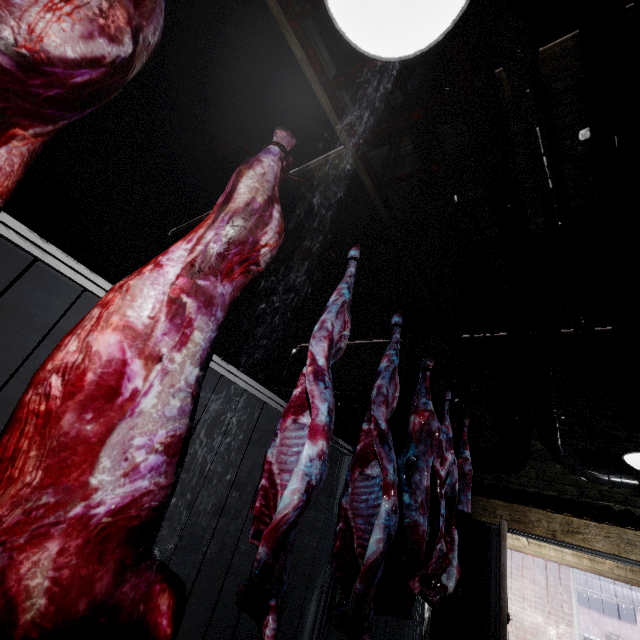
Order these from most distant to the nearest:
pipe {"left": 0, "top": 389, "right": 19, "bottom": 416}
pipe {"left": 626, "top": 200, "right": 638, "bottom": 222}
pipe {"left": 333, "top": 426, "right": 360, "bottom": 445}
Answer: pipe {"left": 333, "top": 426, "right": 360, "bottom": 445}
pipe {"left": 0, "top": 389, "right": 19, "bottom": 416}
pipe {"left": 626, "top": 200, "right": 638, "bottom": 222}

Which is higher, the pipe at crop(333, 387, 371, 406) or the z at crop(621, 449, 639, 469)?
the pipe at crop(333, 387, 371, 406)

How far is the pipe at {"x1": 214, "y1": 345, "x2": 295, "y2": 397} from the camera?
5.08m

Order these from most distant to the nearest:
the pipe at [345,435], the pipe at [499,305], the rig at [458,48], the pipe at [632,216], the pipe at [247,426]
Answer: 1. the pipe at [247,426]
2. the pipe at [345,435]
3. the pipe at [499,305]
4. the pipe at [632,216]
5. the rig at [458,48]

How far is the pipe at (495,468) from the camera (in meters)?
3.32

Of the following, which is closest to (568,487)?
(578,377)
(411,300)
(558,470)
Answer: (558,470)

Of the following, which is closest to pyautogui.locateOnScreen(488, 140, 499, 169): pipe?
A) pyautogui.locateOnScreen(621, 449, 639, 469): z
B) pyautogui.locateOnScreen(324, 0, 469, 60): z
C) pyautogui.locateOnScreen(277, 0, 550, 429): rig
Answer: pyautogui.locateOnScreen(277, 0, 550, 429): rig

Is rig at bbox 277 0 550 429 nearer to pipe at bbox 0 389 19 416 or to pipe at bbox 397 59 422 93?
pipe at bbox 397 59 422 93
